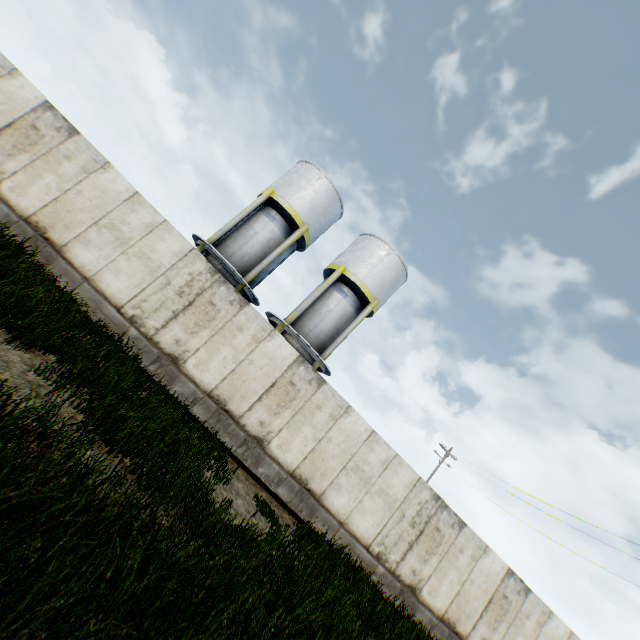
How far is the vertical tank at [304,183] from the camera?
16.7m

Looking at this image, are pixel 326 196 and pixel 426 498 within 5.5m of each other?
no

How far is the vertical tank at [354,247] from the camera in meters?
17.2 m

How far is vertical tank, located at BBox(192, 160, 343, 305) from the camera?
16.7m

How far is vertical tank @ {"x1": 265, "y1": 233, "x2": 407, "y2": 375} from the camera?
17.16m
